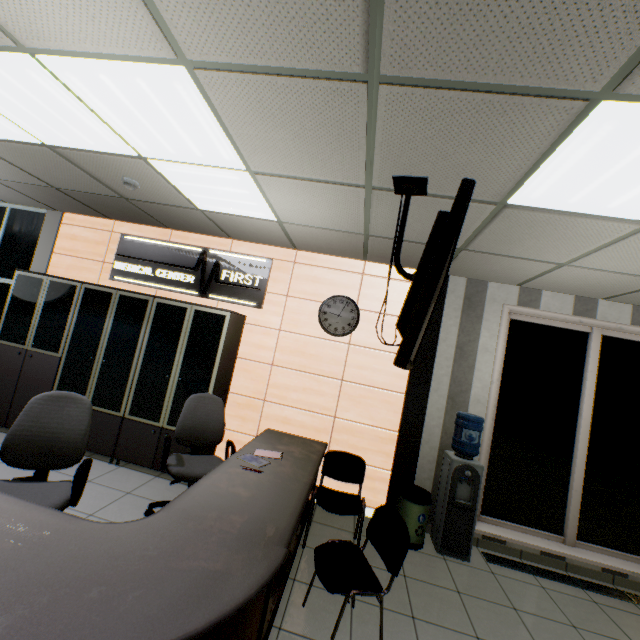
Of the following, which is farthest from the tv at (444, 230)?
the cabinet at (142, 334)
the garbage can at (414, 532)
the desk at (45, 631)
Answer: the cabinet at (142, 334)

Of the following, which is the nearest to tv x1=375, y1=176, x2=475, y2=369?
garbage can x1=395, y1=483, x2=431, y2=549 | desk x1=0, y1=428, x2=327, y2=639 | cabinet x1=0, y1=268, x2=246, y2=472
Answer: desk x1=0, y1=428, x2=327, y2=639

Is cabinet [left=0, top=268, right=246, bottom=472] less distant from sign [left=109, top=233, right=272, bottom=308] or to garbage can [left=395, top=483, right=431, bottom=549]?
sign [left=109, top=233, right=272, bottom=308]

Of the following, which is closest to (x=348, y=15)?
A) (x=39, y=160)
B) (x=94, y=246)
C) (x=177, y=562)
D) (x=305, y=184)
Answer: (x=305, y=184)

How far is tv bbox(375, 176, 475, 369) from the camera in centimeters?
135cm

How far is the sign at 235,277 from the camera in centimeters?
461cm

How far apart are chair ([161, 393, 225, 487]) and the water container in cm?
243

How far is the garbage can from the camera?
3.6m
